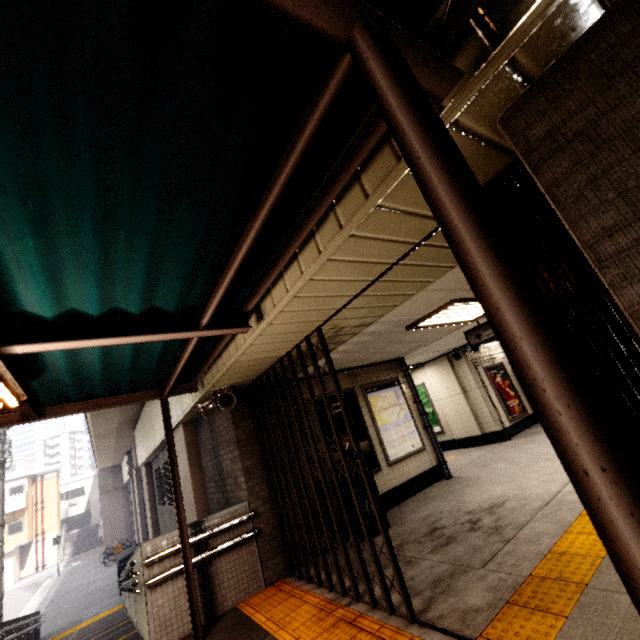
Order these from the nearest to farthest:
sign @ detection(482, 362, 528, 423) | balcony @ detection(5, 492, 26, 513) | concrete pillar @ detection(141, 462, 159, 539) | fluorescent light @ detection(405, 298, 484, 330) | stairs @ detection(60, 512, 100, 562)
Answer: fluorescent light @ detection(405, 298, 484, 330) → sign @ detection(482, 362, 528, 423) → concrete pillar @ detection(141, 462, 159, 539) → balcony @ detection(5, 492, 26, 513) → stairs @ detection(60, 512, 100, 562)

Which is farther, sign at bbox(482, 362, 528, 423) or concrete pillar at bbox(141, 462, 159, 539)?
concrete pillar at bbox(141, 462, 159, 539)

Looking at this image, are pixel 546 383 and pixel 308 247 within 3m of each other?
yes

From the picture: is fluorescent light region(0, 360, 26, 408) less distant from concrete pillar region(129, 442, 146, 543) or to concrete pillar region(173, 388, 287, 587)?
concrete pillar region(173, 388, 287, 587)

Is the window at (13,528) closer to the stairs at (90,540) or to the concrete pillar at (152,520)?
the stairs at (90,540)

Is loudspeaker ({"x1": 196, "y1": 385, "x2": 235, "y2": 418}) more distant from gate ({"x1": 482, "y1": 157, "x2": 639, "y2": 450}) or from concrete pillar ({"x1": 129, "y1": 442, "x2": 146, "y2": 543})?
concrete pillar ({"x1": 129, "y1": 442, "x2": 146, "y2": 543})

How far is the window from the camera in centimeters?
3038cm

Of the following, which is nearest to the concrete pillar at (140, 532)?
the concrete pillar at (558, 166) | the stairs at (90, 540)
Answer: the concrete pillar at (558, 166)
